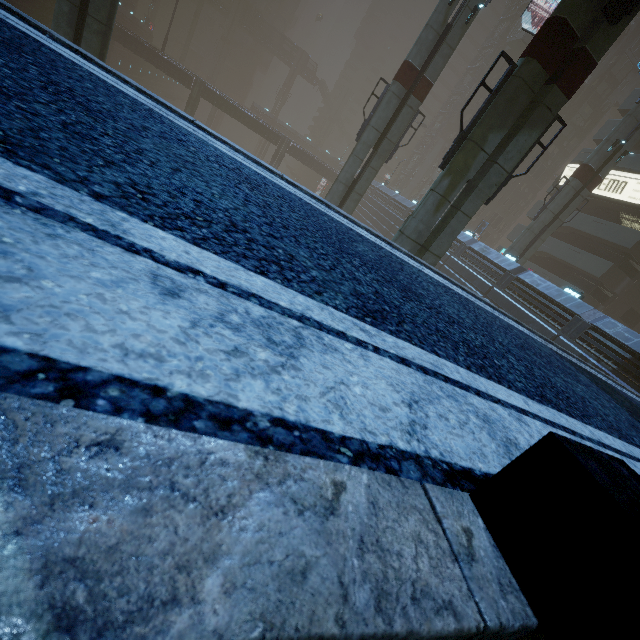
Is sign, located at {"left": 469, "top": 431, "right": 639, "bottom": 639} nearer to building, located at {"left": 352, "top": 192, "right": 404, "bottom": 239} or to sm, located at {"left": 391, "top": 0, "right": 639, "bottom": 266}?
building, located at {"left": 352, "top": 192, "right": 404, "bottom": 239}

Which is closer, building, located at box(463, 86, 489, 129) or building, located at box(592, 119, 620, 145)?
building, located at box(592, 119, 620, 145)

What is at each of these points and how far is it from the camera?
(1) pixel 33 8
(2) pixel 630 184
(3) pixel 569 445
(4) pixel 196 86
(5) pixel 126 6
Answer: (1) building, 29.7 meters
(2) sign, 28.0 meters
(3) sign, 0.7 meters
(4) building, 44.0 meters
(5) building, 53.4 meters

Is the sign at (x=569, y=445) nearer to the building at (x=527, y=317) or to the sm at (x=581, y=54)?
the building at (x=527, y=317)

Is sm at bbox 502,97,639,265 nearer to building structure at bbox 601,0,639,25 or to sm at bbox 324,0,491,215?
sm at bbox 324,0,491,215

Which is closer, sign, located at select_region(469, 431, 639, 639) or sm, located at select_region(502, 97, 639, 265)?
sign, located at select_region(469, 431, 639, 639)

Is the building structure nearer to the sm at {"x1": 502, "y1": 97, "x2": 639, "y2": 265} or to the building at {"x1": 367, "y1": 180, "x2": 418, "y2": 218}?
the building at {"x1": 367, "y1": 180, "x2": 418, "y2": 218}

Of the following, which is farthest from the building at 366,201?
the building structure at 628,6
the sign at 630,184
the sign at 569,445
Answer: the building structure at 628,6
